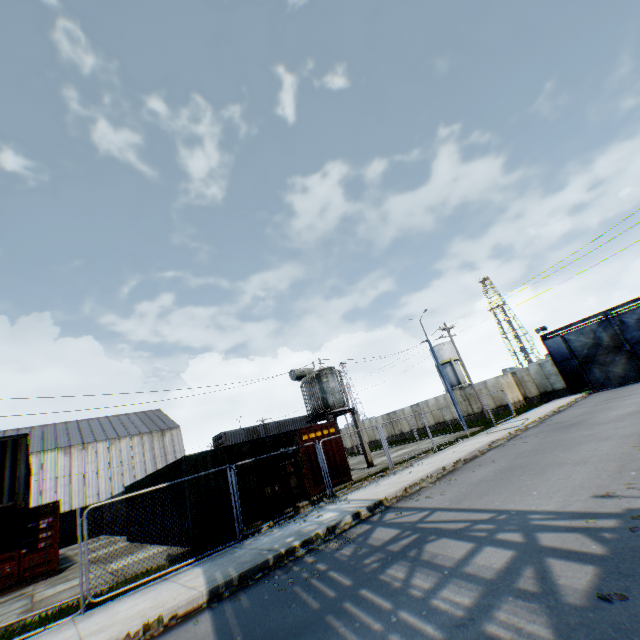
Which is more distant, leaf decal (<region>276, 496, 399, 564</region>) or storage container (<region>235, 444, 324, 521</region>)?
storage container (<region>235, 444, 324, 521</region>)

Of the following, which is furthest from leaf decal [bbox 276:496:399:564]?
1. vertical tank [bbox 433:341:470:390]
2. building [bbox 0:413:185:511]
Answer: building [bbox 0:413:185:511]

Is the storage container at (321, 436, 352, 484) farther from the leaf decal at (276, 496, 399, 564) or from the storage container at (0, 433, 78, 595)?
the leaf decal at (276, 496, 399, 564)

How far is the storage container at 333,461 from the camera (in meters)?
15.58

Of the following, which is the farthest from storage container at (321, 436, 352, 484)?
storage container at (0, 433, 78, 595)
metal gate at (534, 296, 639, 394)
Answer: metal gate at (534, 296, 639, 394)

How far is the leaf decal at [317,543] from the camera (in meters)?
7.42

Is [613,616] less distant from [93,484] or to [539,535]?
[539,535]

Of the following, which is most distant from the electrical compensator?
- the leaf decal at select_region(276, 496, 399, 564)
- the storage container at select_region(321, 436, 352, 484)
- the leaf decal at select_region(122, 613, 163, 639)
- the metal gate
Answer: the metal gate
